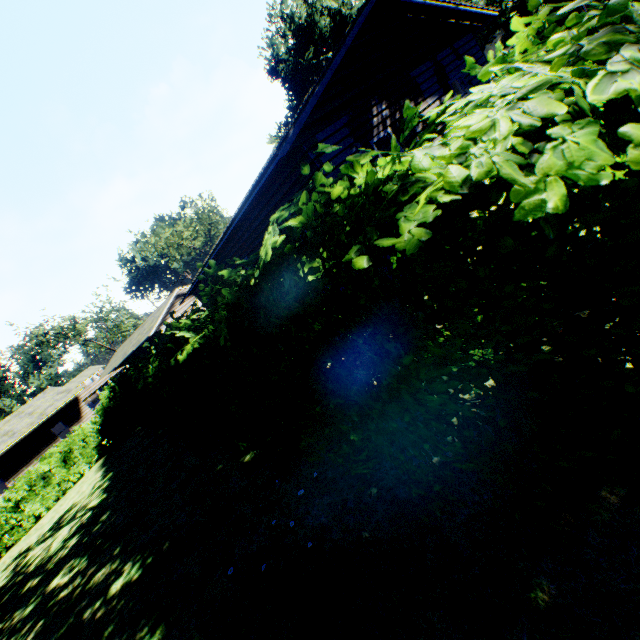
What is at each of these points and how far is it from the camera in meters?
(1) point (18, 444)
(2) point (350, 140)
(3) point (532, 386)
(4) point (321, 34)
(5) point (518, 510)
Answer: (1) house, 25.0 m
(2) house, 8.8 m
(3) hedge, 1.7 m
(4) plant, 50.6 m
(5) hedge, 2.1 m

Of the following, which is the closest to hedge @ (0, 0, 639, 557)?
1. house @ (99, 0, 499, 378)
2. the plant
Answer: the plant

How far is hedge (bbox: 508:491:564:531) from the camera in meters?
1.9 m

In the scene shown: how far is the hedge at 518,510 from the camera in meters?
1.9 m

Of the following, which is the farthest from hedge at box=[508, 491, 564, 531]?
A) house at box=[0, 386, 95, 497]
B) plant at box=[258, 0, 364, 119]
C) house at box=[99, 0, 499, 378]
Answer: house at box=[0, 386, 95, 497]

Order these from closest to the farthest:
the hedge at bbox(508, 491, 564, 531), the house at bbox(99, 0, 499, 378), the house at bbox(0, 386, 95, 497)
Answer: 1. the hedge at bbox(508, 491, 564, 531)
2. the house at bbox(99, 0, 499, 378)
3. the house at bbox(0, 386, 95, 497)

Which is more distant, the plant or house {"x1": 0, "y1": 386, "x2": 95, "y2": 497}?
the plant

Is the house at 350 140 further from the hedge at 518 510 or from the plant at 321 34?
the hedge at 518 510
